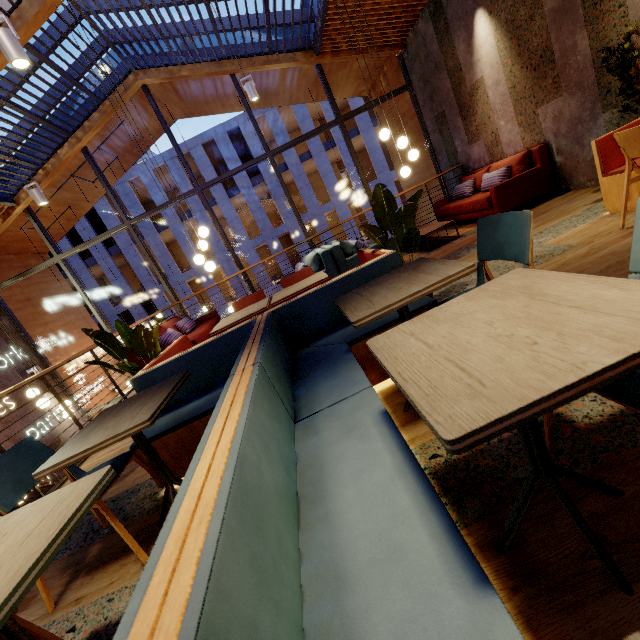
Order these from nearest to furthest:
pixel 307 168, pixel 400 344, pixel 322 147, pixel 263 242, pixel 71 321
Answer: pixel 400 344, pixel 71 321, pixel 322 147, pixel 263 242, pixel 307 168

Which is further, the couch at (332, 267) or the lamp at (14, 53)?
the couch at (332, 267)

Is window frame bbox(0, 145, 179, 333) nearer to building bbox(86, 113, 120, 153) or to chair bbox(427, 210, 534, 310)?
building bbox(86, 113, 120, 153)

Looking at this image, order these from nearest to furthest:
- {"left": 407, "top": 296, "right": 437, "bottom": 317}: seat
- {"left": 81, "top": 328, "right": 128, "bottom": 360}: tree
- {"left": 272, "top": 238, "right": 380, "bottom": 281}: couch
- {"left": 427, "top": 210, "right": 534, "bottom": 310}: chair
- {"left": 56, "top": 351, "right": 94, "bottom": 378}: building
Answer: {"left": 427, "top": 210, "right": 534, "bottom": 310}: chair → {"left": 407, "top": 296, "right": 437, "bottom": 317}: seat → {"left": 81, "top": 328, "right": 128, "bottom": 360}: tree → {"left": 272, "top": 238, "right": 380, "bottom": 281}: couch → {"left": 56, "top": 351, "right": 94, "bottom": 378}: building

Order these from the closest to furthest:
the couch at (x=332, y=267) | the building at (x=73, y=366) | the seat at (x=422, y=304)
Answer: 1. the seat at (x=422, y=304)
2. the couch at (x=332, y=267)
3. the building at (x=73, y=366)

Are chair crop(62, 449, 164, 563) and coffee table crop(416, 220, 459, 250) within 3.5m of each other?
no

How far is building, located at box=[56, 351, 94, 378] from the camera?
9.21m

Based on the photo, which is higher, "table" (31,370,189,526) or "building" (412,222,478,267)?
"table" (31,370,189,526)
